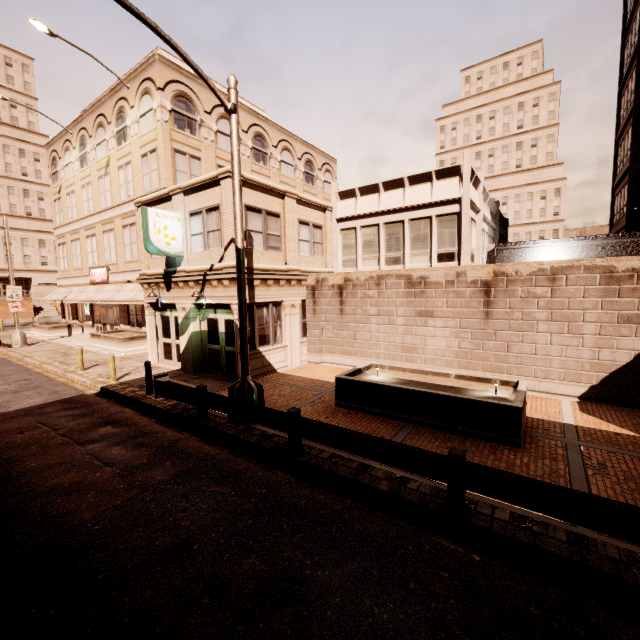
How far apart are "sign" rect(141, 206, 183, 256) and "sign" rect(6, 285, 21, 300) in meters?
17.9 m

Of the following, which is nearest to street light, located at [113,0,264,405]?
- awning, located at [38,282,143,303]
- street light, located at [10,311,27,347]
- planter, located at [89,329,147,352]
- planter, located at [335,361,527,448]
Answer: planter, located at [335,361,527,448]

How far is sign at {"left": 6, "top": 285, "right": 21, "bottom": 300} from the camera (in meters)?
22.70

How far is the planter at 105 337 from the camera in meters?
20.2 m

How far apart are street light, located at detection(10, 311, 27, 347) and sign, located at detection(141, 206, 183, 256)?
17.8 meters

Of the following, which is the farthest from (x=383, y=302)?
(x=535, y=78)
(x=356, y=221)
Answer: (x=535, y=78)

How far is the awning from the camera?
21.77m

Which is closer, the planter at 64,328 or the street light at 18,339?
the street light at 18,339
